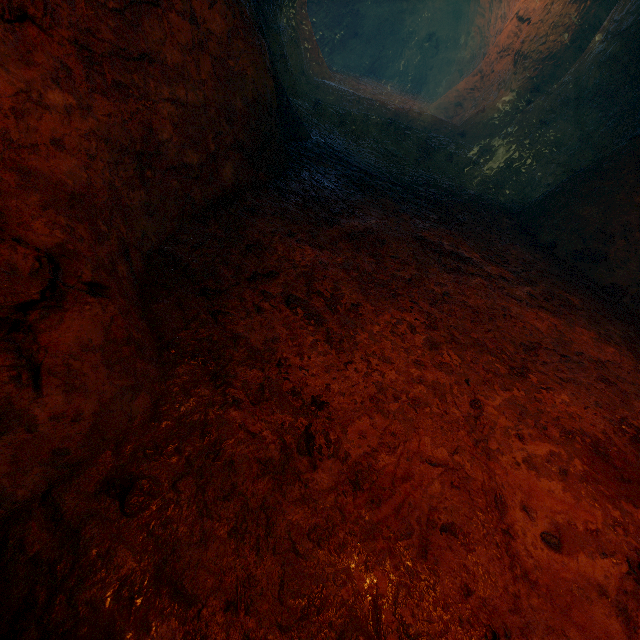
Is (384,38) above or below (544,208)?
above
